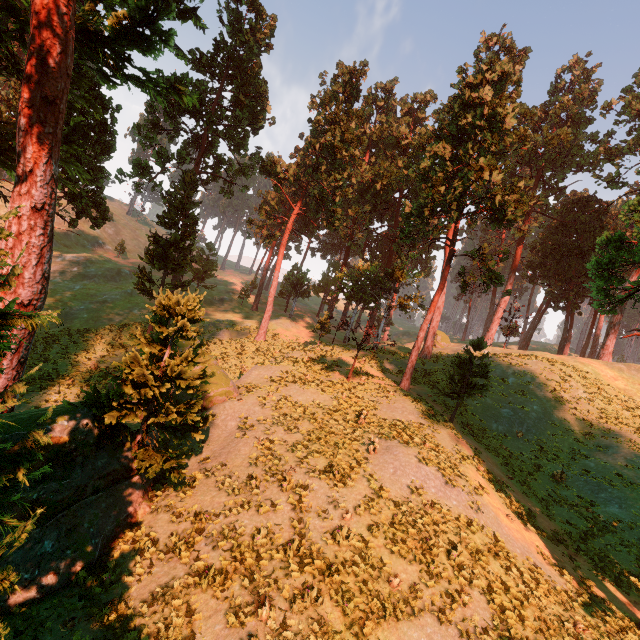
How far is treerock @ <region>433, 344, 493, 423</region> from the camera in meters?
21.0

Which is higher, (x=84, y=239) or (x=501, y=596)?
(x=84, y=239)

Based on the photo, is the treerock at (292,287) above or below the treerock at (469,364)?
above

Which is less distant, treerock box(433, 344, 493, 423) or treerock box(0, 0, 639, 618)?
treerock box(0, 0, 639, 618)

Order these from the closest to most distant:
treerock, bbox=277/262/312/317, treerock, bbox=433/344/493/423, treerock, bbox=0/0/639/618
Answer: treerock, bbox=0/0/639/618, treerock, bbox=433/344/493/423, treerock, bbox=277/262/312/317

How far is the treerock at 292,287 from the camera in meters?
46.5 m
